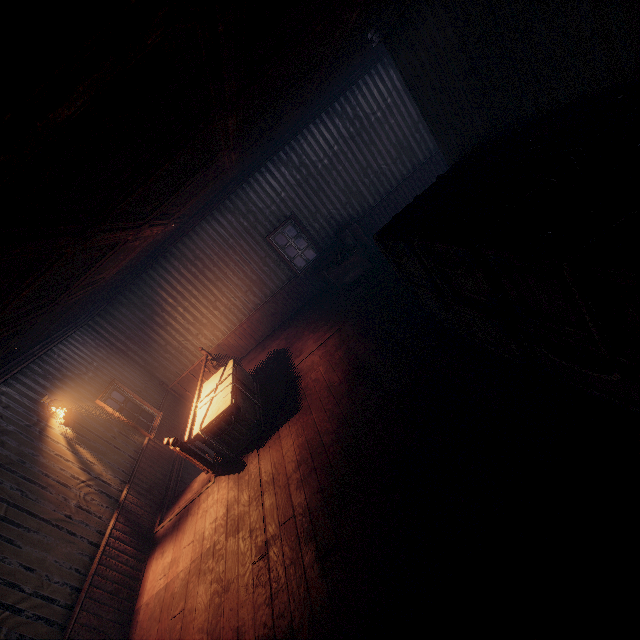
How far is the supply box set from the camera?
8.6 meters

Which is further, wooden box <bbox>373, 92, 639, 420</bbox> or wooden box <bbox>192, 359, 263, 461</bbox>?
wooden box <bbox>192, 359, 263, 461</bbox>

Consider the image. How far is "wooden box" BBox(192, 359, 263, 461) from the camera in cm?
602

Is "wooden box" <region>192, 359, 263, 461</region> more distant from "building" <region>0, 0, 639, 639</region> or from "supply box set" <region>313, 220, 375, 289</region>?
"supply box set" <region>313, 220, 375, 289</region>

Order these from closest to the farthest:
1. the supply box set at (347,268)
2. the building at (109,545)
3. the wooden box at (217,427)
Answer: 1. the building at (109,545)
2. the wooden box at (217,427)
3. the supply box set at (347,268)

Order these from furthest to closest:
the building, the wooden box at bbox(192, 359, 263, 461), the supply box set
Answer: the supply box set
the wooden box at bbox(192, 359, 263, 461)
the building

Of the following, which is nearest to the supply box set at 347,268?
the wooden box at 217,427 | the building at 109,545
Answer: the building at 109,545

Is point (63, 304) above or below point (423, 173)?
above
